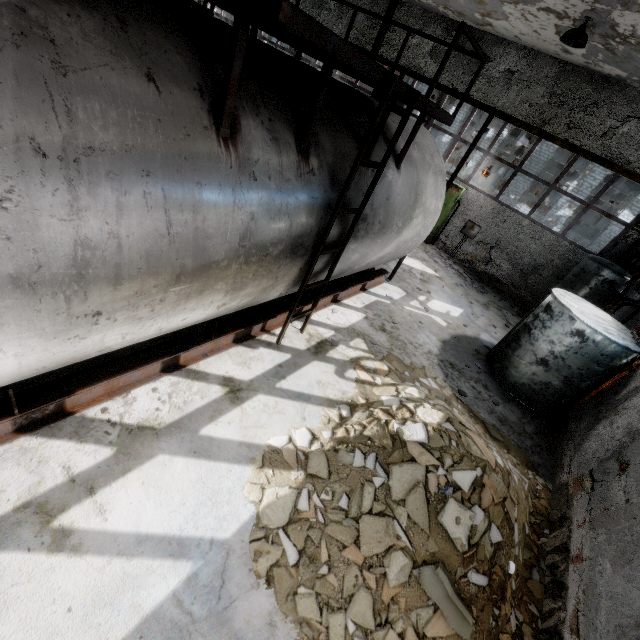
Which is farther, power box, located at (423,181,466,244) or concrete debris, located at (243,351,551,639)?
power box, located at (423,181,466,244)

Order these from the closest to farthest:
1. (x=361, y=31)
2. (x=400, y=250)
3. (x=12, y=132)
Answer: (x=12, y=132), (x=400, y=250), (x=361, y=31)

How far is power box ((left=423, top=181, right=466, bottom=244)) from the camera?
12.63m

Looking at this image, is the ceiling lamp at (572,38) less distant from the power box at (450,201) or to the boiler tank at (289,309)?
the boiler tank at (289,309)

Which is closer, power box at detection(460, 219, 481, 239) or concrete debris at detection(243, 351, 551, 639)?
concrete debris at detection(243, 351, 551, 639)

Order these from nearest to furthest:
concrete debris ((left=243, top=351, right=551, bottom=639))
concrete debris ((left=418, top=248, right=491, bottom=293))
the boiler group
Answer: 1. concrete debris ((left=243, top=351, right=551, bottom=639))
2. the boiler group
3. concrete debris ((left=418, top=248, right=491, bottom=293))

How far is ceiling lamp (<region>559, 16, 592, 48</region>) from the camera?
7.26m

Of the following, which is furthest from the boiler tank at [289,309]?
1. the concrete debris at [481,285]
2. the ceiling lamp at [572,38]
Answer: the ceiling lamp at [572,38]
